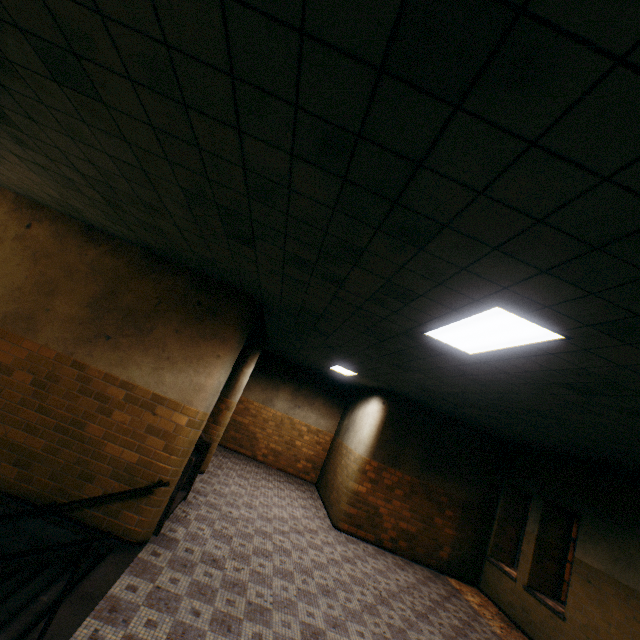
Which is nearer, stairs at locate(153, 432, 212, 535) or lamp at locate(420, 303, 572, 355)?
lamp at locate(420, 303, 572, 355)

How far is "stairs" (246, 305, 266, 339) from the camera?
6.6 meters

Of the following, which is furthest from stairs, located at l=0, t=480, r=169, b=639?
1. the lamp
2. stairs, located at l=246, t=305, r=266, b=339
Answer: the lamp

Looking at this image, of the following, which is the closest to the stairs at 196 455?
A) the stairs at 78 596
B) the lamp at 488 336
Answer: the stairs at 78 596

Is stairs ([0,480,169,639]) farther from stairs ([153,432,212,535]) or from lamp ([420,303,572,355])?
lamp ([420,303,572,355])

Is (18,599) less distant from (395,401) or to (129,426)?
(129,426)

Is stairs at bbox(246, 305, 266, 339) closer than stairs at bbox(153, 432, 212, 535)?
No

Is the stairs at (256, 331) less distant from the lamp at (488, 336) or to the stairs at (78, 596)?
the stairs at (78, 596)
